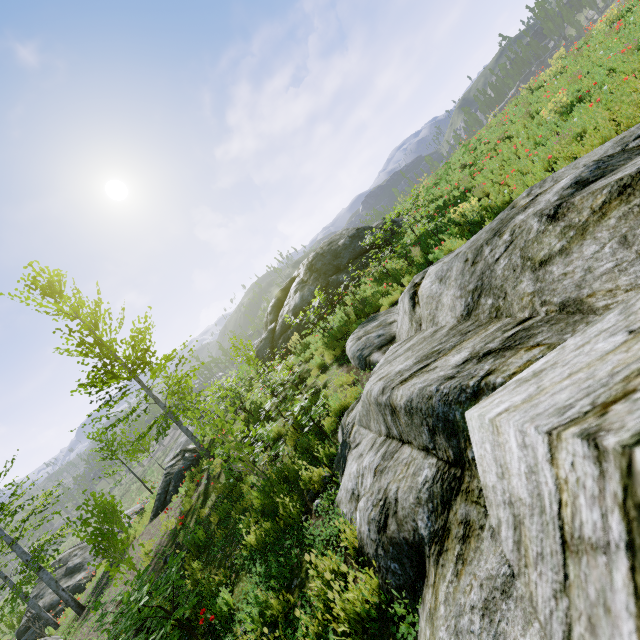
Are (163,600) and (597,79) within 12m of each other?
no

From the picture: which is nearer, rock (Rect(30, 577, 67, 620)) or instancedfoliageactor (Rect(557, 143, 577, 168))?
instancedfoliageactor (Rect(557, 143, 577, 168))

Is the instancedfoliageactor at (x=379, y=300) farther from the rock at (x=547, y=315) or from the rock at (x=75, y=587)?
the rock at (x=75, y=587)

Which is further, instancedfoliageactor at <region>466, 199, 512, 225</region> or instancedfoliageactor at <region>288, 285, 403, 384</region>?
instancedfoliageactor at <region>288, 285, 403, 384</region>

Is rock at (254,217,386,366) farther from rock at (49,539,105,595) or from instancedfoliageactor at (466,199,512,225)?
rock at (49,539,105,595)

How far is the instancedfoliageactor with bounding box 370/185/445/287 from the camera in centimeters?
991cm

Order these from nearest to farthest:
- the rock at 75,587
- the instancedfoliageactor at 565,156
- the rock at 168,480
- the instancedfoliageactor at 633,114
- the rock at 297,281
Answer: the instancedfoliageactor at 633,114
the instancedfoliageactor at 565,156
the rock at 168,480
the rock at 297,281
the rock at 75,587
